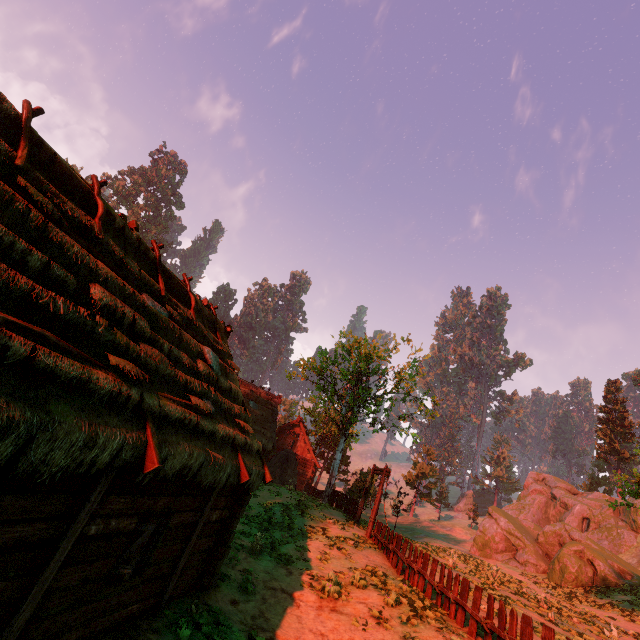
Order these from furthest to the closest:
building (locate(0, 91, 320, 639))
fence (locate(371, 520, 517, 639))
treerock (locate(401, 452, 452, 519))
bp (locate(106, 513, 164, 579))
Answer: treerock (locate(401, 452, 452, 519)), fence (locate(371, 520, 517, 639)), bp (locate(106, 513, 164, 579)), building (locate(0, 91, 320, 639))

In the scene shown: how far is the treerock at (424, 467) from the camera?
50.44m

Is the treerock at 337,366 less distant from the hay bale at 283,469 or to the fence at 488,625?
the hay bale at 283,469

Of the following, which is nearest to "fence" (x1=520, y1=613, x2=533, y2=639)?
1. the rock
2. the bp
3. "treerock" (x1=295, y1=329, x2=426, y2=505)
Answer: "treerock" (x1=295, y1=329, x2=426, y2=505)

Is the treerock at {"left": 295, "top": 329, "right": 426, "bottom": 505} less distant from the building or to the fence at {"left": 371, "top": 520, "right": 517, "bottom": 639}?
the building

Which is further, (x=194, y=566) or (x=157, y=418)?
(x=194, y=566)

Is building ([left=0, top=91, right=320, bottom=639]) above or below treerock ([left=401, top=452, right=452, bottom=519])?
below

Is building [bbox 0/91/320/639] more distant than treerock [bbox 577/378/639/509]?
No
